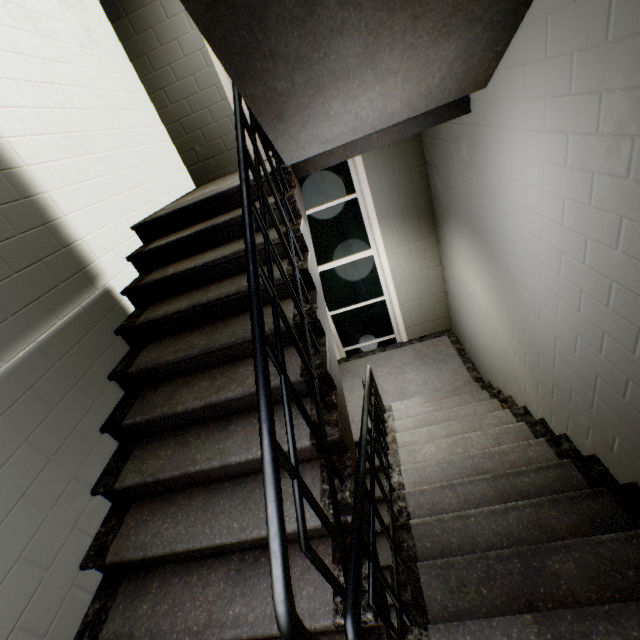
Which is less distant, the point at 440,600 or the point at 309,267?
the point at 440,600

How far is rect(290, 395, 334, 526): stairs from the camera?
1.52m

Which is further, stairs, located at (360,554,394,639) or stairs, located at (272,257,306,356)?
stairs, located at (272,257,306,356)

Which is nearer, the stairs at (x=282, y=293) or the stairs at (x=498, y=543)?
the stairs at (x=498, y=543)

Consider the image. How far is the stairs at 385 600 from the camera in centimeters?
141cm
